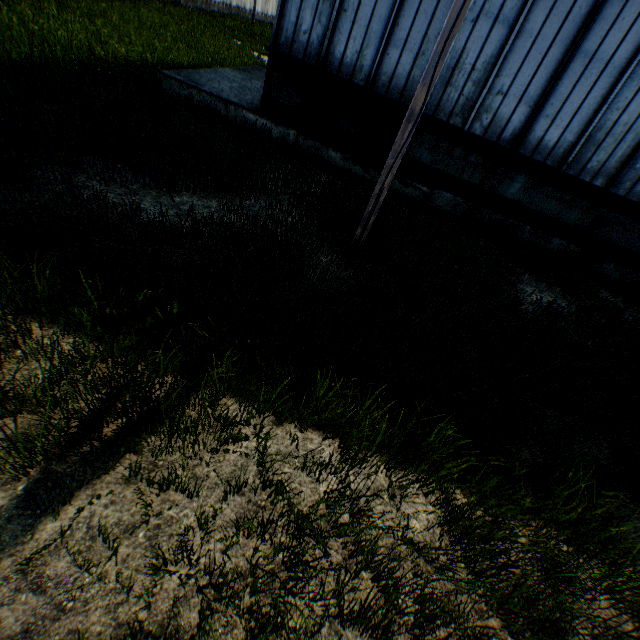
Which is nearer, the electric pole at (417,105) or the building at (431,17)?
the electric pole at (417,105)

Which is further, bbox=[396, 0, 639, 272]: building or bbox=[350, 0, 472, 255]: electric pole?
bbox=[396, 0, 639, 272]: building

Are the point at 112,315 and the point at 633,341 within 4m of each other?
no
